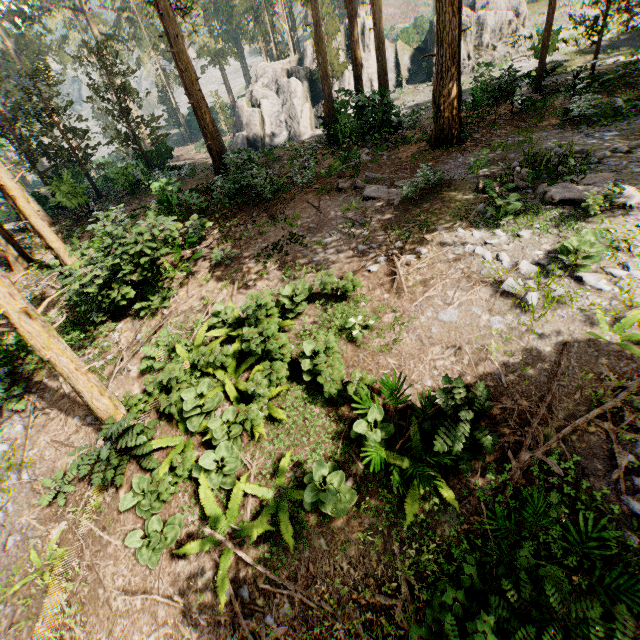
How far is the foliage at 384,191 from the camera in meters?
11.5

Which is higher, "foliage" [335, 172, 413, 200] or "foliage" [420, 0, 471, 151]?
"foliage" [420, 0, 471, 151]

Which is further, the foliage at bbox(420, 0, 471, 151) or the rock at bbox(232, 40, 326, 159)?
the rock at bbox(232, 40, 326, 159)

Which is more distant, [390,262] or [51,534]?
[390,262]

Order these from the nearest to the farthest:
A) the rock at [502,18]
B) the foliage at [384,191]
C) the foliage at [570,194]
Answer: the foliage at [570,194], the foliage at [384,191], the rock at [502,18]

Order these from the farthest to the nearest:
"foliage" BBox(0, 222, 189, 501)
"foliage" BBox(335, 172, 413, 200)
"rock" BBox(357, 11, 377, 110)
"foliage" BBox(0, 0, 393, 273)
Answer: "rock" BBox(357, 11, 377, 110)
"foliage" BBox(0, 0, 393, 273)
"foliage" BBox(335, 172, 413, 200)
"foliage" BBox(0, 222, 189, 501)

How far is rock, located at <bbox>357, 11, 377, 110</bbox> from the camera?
17.73m
